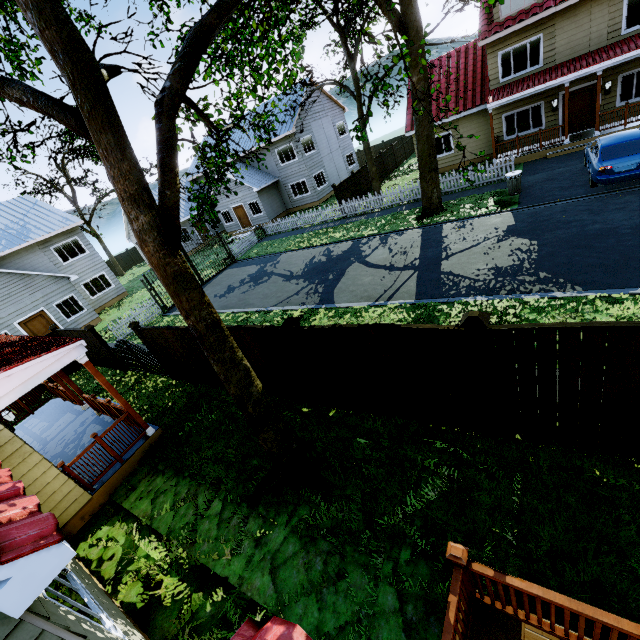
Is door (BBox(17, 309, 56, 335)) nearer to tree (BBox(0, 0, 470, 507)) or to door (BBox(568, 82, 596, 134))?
tree (BBox(0, 0, 470, 507))

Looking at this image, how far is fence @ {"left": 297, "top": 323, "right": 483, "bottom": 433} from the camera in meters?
5.1 m

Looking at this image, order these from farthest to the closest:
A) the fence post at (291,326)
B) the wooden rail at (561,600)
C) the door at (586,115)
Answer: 1. the door at (586,115)
2. the fence post at (291,326)
3. the wooden rail at (561,600)

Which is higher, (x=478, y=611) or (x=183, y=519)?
(x=478, y=611)

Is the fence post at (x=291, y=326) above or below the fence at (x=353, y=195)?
above

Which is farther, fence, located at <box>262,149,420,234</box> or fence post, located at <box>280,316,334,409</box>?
fence, located at <box>262,149,420,234</box>

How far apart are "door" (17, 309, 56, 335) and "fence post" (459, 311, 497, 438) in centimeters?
2464cm
